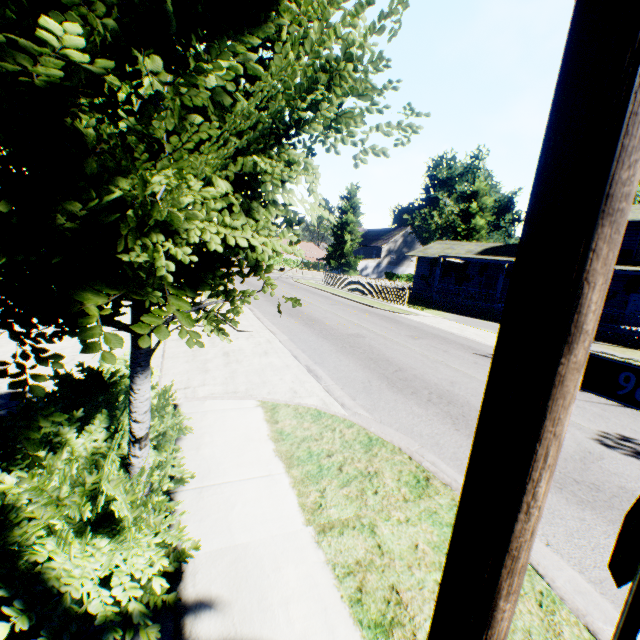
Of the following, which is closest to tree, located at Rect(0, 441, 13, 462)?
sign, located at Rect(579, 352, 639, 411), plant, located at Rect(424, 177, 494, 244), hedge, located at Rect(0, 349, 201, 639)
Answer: hedge, located at Rect(0, 349, 201, 639)

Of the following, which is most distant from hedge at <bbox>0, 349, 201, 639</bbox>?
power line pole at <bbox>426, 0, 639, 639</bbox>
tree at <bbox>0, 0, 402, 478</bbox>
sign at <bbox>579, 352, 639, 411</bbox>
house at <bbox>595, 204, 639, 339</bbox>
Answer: house at <bbox>595, 204, 639, 339</bbox>

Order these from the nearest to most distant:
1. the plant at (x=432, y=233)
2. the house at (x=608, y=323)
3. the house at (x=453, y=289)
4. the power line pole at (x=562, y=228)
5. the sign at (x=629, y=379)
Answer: the power line pole at (x=562, y=228) < the sign at (x=629, y=379) < the house at (x=608, y=323) < the house at (x=453, y=289) < the plant at (x=432, y=233)

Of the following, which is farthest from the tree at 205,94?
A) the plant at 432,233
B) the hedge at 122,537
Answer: the plant at 432,233

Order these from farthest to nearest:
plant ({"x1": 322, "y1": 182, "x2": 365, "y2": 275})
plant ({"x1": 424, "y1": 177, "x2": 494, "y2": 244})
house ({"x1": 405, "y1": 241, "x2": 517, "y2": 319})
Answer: plant ({"x1": 322, "y1": 182, "x2": 365, "y2": 275}), plant ({"x1": 424, "y1": 177, "x2": 494, "y2": 244}), house ({"x1": 405, "y1": 241, "x2": 517, "y2": 319})

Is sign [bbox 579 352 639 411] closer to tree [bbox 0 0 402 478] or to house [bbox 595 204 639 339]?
tree [bbox 0 0 402 478]

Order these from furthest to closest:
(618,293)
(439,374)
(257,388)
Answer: (618,293) < (439,374) < (257,388)

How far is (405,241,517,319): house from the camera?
24.72m
